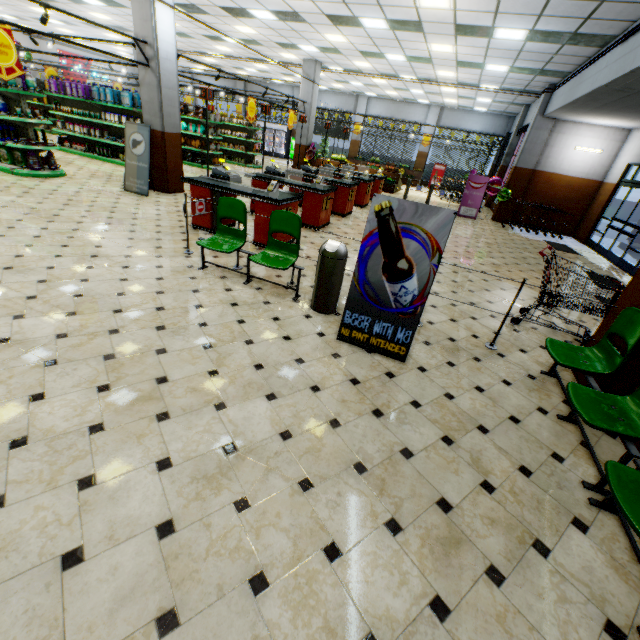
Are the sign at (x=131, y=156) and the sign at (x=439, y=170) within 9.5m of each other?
no

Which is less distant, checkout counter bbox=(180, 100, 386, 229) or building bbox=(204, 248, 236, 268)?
building bbox=(204, 248, 236, 268)

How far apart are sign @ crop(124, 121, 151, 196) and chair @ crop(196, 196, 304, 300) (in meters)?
4.90

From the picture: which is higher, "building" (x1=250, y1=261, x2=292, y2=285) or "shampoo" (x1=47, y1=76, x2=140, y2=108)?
"shampoo" (x1=47, y1=76, x2=140, y2=108)

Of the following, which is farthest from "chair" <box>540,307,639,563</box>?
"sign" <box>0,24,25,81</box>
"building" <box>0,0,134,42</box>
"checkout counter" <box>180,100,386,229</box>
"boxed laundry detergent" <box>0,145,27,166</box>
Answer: "boxed laundry detergent" <box>0,145,27,166</box>

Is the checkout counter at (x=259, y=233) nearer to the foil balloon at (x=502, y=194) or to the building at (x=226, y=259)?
the building at (x=226, y=259)

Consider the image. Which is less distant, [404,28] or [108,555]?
[108,555]

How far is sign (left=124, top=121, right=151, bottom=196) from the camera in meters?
8.1
